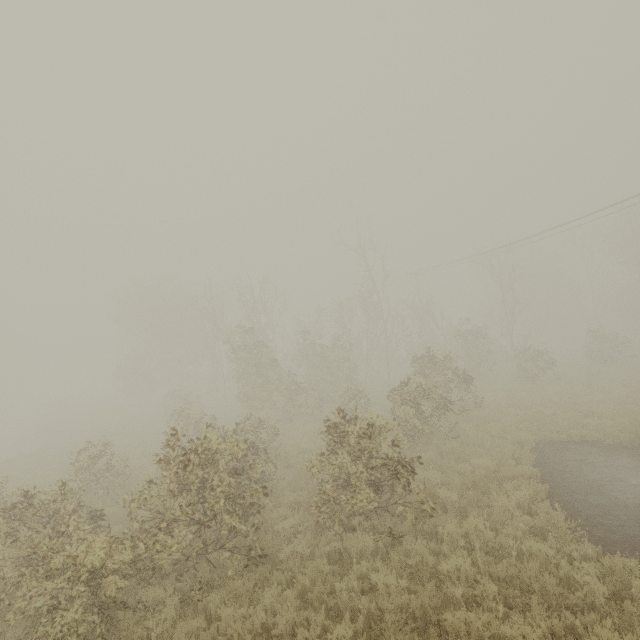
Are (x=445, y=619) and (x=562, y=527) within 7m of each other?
yes
